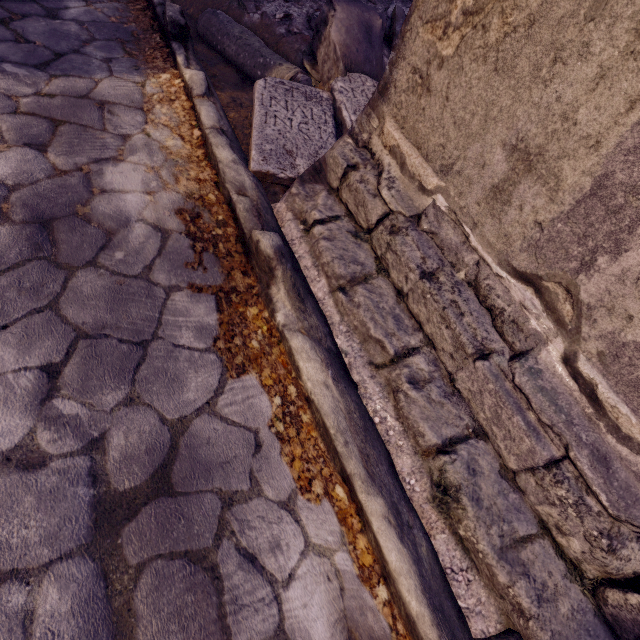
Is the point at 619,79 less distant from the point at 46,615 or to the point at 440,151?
the point at 440,151

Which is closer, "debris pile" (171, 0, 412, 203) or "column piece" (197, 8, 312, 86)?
"debris pile" (171, 0, 412, 203)

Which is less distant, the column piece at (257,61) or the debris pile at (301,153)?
the debris pile at (301,153)

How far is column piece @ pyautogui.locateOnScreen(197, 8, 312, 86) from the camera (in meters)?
2.62

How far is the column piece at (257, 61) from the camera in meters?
2.6
